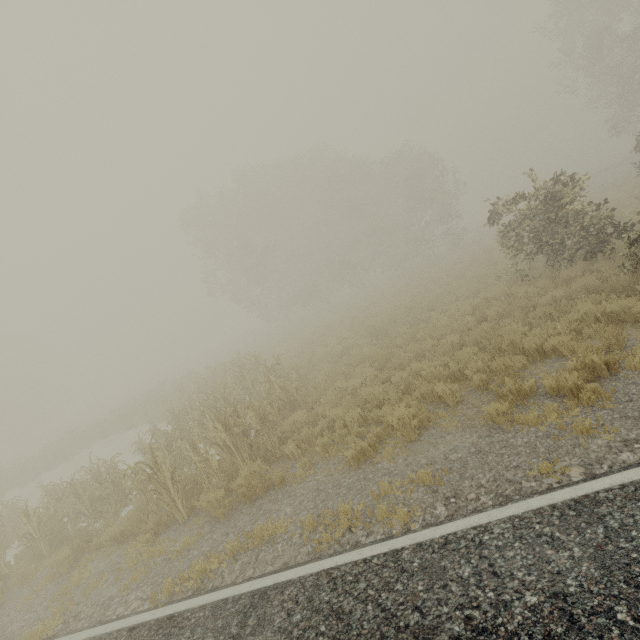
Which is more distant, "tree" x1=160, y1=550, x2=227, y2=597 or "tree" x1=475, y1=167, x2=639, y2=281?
"tree" x1=475, y1=167, x2=639, y2=281

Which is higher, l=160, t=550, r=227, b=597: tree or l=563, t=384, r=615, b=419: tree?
l=160, t=550, r=227, b=597: tree

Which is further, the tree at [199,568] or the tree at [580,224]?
the tree at [580,224]

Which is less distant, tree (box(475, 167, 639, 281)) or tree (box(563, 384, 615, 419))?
tree (box(563, 384, 615, 419))

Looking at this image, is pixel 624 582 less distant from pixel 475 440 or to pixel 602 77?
pixel 475 440

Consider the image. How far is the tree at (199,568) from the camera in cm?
509

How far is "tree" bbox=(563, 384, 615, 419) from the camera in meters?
4.8

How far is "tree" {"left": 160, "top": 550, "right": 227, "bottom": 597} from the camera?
5.09m
